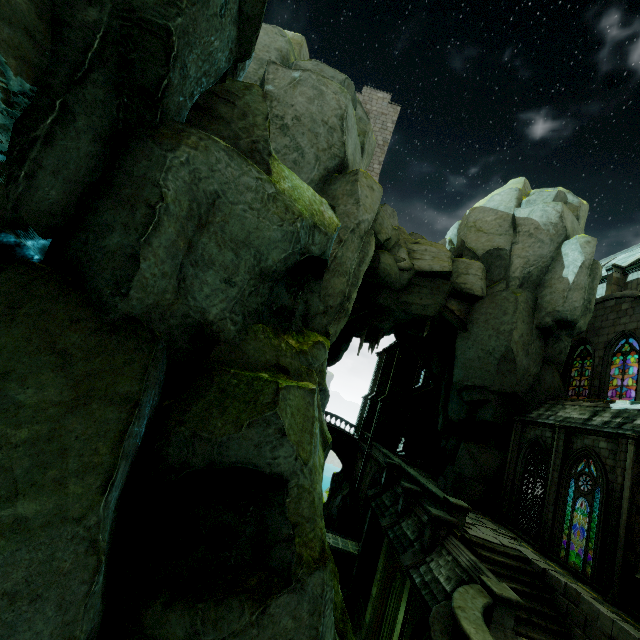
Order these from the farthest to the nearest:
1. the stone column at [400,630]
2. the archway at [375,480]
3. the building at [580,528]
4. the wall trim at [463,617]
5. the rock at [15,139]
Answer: the archway at [375,480] < the building at [580,528] < the stone column at [400,630] < the wall trim at [463,617] < the rock at [15,139]

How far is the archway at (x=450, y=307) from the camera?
20.9 meters

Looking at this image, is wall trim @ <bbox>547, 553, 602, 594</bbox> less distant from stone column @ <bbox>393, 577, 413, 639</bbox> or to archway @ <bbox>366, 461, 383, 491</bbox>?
archway @ <bbox>366, 461, 383, 491</bbox>

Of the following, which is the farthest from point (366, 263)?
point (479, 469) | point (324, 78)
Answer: Answer: point (479, 469)

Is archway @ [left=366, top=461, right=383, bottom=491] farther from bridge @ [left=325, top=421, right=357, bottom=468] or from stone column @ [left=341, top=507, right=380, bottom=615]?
bridge @ [left=325, top=421, right=357, bottom=468]

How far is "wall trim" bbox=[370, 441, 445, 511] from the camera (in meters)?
16.19

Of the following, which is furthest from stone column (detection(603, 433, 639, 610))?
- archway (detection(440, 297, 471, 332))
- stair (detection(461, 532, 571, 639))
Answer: archway (detection(440, 297, 471, 332))

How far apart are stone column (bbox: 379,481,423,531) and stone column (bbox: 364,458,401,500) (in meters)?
3.26
